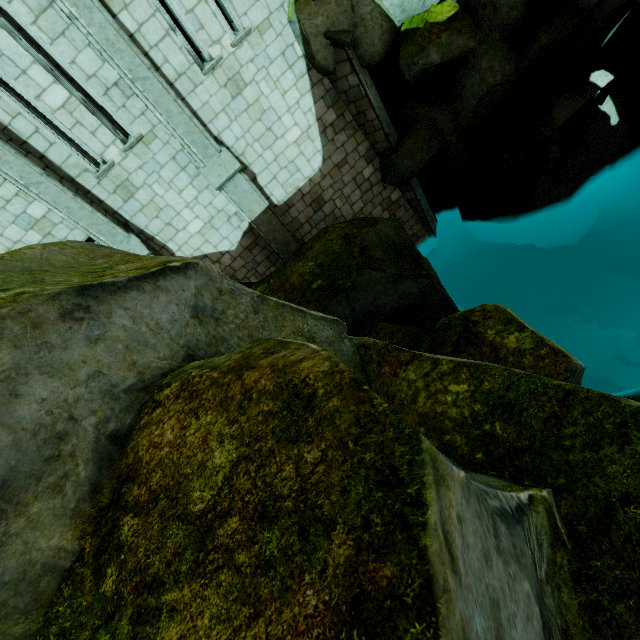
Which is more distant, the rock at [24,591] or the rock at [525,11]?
the rock at [525,11]

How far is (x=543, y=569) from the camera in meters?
1.7 m

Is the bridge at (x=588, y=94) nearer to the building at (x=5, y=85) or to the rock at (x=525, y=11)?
the rock at (x=525, y=11)

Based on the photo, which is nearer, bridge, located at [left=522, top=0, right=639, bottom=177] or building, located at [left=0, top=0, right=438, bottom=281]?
building, located at [left=0, top=0, right=438, bottom=281]

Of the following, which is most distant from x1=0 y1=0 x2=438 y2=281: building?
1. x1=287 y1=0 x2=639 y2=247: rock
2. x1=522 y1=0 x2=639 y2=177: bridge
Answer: x1=522 y1=0 x2=639 y2=177: bridge

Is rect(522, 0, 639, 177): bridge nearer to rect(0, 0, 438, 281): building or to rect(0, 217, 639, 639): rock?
rect(0, 217, 639, 639): rock

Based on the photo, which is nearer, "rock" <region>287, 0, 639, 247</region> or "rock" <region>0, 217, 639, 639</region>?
"rock" <region>0, 217, 639, 639</region>

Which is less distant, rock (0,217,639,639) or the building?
rock (0,217,639,639)
